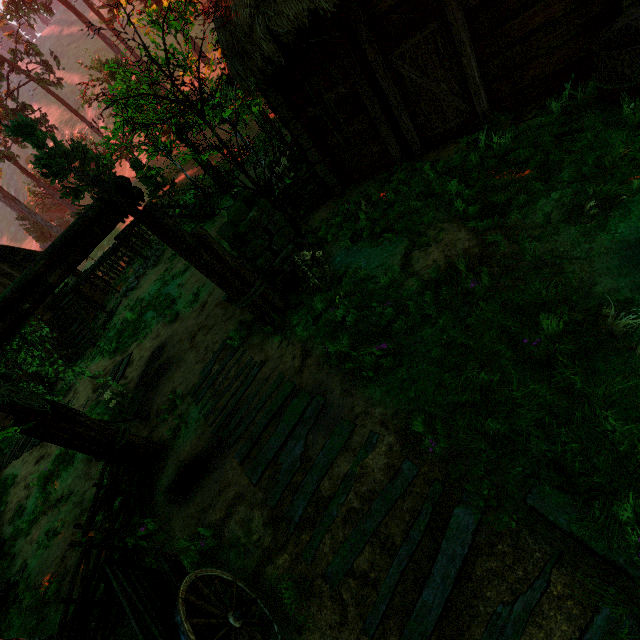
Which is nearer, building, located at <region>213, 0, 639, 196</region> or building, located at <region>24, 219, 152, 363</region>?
building, located at <region>213, 0, 639, 196</region>

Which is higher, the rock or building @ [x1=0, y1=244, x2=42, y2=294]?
building @ [x1=0, y1=244, x2=42, y2=294]

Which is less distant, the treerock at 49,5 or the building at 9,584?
the building at 9,584

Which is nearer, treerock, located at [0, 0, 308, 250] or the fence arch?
the fence arch

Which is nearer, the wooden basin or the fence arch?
the wooden basin

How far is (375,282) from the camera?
5.1 meters

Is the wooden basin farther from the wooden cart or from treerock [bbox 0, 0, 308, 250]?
the wooden cart

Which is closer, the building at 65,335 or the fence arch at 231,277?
the fence arch at 231,277
